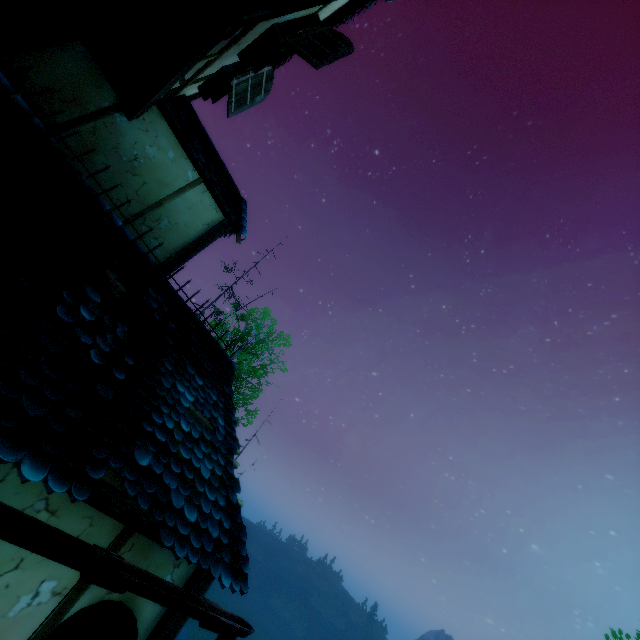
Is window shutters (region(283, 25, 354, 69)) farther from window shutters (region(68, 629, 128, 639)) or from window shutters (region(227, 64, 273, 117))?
window shutters (region(68, 629, 128, 639))

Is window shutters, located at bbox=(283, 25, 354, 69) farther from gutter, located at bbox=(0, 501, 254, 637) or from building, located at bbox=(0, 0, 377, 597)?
gutter, located at bbox=(0, 501, 254, 637)

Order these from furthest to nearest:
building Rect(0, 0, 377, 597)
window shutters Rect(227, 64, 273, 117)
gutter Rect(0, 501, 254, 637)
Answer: window shutters Rect(227, 64, 273, 117), building Rect(0, 0, 377, 597), gutter Rect(0, 501, 254, 637)

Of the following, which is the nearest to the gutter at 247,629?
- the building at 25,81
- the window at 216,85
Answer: the building at 25,81

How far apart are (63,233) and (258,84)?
5.23m

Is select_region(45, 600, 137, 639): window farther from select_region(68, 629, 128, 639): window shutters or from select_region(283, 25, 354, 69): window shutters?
select_region(283, 25, 354, 69): window shutters

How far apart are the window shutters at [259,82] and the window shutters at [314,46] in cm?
140

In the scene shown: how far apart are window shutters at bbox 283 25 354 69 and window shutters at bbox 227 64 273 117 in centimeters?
140cm
